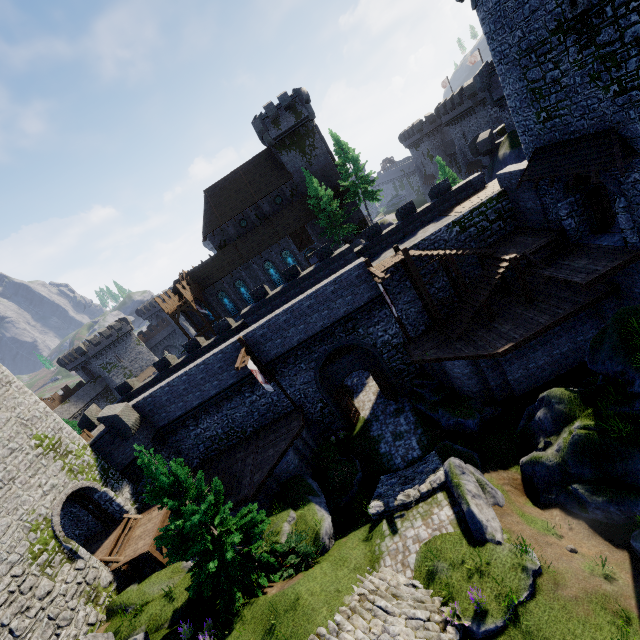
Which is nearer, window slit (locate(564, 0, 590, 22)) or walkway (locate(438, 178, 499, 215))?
window slit (locate(564, 0, 590, 22))

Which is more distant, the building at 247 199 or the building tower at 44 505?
the building at 247 199

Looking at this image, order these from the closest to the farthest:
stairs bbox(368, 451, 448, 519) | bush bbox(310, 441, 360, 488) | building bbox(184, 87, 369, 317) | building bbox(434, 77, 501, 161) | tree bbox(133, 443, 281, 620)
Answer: tree bbox(133, 443, 281, 620), stairs bbox(368, 451, 448, 519), bush bbox(310, 441, 360, 488), building bbox(184, 87, 369, 317), building bbox(434, 77, 501, 161)

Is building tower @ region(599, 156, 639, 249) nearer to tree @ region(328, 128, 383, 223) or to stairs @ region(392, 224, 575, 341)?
stairs @ region(392, 224, 575, 341)

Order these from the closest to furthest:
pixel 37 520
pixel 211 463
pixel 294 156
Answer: pixel 37 520 < pixel 211 463 < pixel 294 156

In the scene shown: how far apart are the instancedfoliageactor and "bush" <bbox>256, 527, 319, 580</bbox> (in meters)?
6.40

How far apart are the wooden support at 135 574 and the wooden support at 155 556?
1.4 meters

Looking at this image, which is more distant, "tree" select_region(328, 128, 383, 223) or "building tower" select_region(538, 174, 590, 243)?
"tree" select_region(328, 128, 383, 223)
